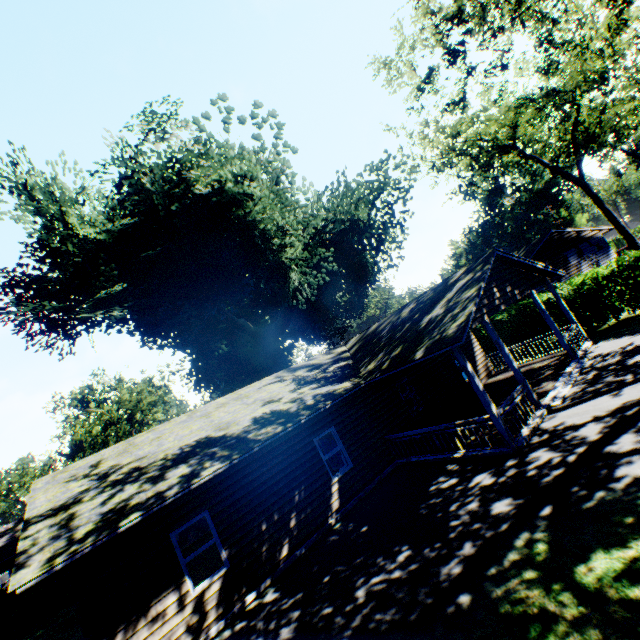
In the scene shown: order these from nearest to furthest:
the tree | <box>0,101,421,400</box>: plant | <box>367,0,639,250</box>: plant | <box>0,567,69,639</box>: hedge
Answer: <box>367,0,639,250</box>: plant
<box>0,567,69,639</box>: hedge
<box>0,101,421,400</box>: plant
the tree

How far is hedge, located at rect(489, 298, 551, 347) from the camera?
19.73m

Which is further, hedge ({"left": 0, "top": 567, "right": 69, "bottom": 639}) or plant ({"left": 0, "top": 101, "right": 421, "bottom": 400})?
plant ({"left": 0, "top": 101, "right": 421, "bottom": 400})

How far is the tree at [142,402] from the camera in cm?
Result: 4219

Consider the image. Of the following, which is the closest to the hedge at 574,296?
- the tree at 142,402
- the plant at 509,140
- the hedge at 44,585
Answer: the plant at 509,140

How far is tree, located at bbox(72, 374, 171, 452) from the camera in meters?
42.2 m

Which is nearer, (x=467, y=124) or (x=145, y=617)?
(x=145, y=617)
